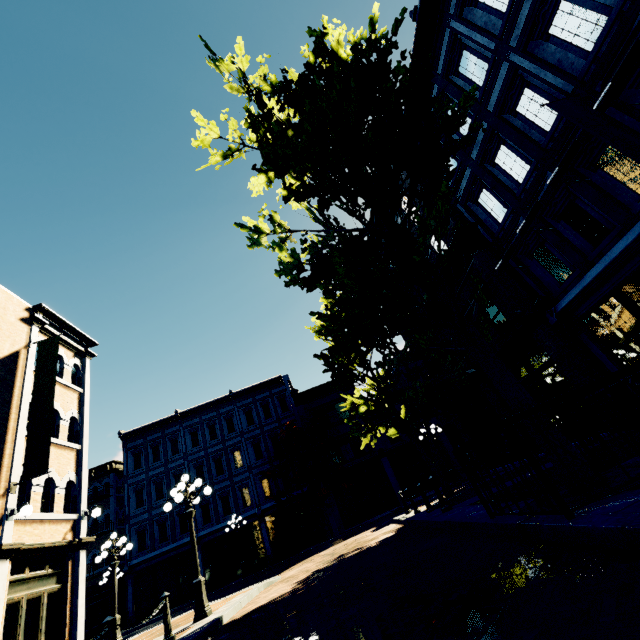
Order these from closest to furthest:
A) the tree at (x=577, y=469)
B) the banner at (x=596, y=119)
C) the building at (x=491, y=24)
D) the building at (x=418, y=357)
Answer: the tree at (x=577, y=469) → the banner at (x=596, y=119) → the building at (x=491, y=24) → the building at (x=418, y=357)

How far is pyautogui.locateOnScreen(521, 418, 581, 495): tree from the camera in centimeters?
404cm

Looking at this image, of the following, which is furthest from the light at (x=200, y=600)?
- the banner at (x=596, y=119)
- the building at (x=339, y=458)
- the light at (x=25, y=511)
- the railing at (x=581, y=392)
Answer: the building at (x=339, y=458)

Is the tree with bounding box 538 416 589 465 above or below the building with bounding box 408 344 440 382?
below

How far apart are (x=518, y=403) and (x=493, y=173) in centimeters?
951cm

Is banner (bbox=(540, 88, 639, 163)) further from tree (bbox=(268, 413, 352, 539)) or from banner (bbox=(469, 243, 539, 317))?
banner (bbox=(469, 243, 539, 317))

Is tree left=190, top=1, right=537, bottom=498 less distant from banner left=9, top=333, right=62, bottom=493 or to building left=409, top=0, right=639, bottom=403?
building left=409, top=0, right=639, bottom=403
